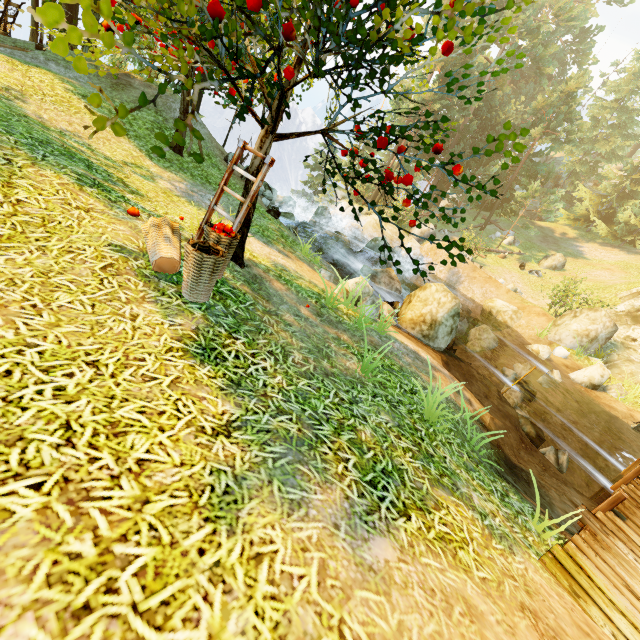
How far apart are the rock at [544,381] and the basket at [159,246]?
14.1m

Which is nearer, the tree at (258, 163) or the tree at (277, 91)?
the tree at (277, 91)

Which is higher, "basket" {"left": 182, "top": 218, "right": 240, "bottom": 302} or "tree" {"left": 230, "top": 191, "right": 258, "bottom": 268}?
"basket" {"left": 182, "top": 218, "right": 240, "bottom": 302}

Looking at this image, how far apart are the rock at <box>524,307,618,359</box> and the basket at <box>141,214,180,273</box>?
18.70m

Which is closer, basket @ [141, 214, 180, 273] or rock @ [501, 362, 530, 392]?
basket @ [141, 214, 180, 273]

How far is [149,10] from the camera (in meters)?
3.89

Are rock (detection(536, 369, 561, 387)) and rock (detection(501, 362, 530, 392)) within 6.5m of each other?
yes

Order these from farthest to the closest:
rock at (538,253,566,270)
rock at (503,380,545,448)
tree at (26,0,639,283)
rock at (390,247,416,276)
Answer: rock at (538,253,566,270), rock at (390,247,416,276), rock at (503,380,545,448), tree at (26,0,639,283)
